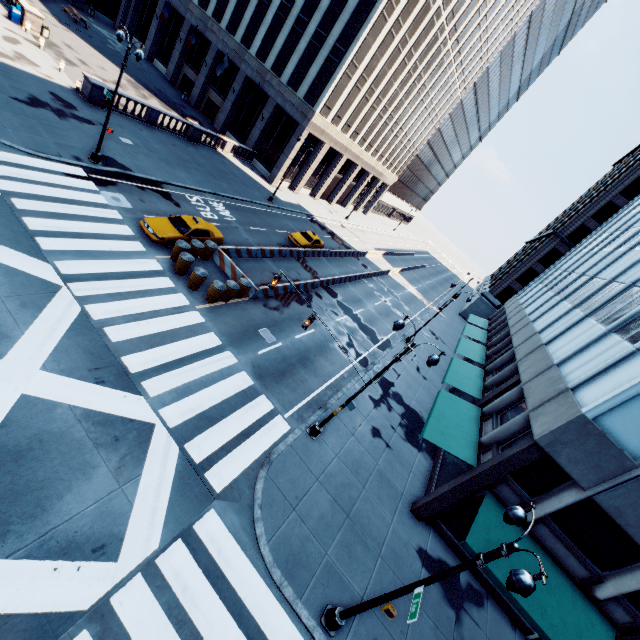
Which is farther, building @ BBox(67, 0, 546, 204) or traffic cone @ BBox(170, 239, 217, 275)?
building @ BBox(67, 0, 546, 204)

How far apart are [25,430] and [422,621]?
15.2 meters

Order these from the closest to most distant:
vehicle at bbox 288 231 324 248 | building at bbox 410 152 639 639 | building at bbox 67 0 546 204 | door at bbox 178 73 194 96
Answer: building at bbox 410 152 639 639 → vehicle at bbox 288 231 324 248 → building at bbox 67 0 546 204 → door at bbox 178 73 194 96

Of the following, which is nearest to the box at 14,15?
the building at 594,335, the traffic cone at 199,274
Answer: the traffic cone at 199,274

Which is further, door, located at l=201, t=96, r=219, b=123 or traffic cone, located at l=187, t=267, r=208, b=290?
door, located at l=201, t=96, r=219, b=123

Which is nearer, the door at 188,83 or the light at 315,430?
the light at 315,430

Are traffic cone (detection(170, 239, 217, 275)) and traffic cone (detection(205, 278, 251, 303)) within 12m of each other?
yes

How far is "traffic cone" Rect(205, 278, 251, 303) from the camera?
17.3m
